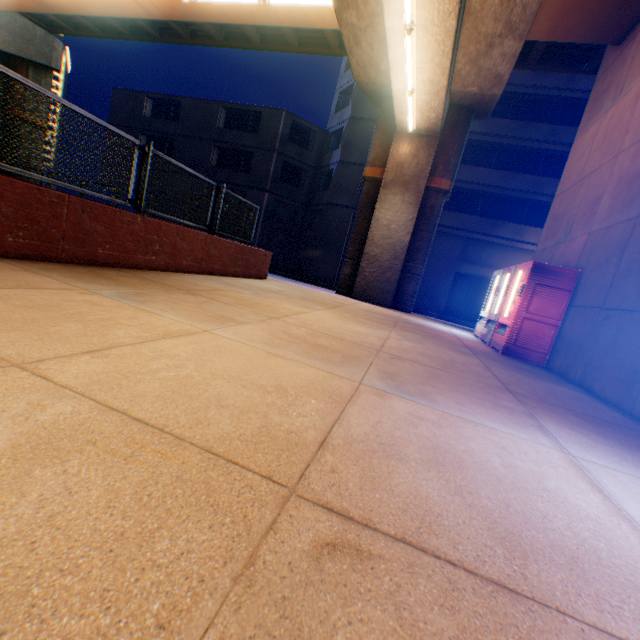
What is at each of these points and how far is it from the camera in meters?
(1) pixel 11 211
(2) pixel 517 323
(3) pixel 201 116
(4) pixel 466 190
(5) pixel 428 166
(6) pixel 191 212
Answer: (1) concrete block, 3.8 m
(2) vending machine, 6.7 m
(3) building, 26.0 m
(4) building, 21.1 m
(5) overpass support, 11.2 m
(6) metal fence, 7.4 m

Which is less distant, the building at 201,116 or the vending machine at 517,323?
the vending machine at 517,323

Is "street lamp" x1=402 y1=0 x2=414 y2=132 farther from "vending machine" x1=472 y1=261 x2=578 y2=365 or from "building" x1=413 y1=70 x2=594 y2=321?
"building" x1=413 y1=70 x2=594 y2=321

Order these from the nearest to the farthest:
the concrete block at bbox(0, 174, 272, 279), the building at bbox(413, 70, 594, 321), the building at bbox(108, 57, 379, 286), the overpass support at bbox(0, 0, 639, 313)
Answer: the concrete block at bbox(0, 174, 272, 279), the overpass support at bbox(0, 0, 639, 313), the building at bbox(413, 70, 594, 321), the building at bbox(108, 57, 379, 286)

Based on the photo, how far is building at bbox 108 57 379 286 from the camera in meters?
23.2 m

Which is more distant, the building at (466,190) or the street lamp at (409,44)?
the building at (466,190)

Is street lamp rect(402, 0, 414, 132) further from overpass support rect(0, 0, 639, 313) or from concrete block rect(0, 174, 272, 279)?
concrete block rect(0, 174, 272, 279)

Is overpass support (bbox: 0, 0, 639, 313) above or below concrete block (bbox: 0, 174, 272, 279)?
above
